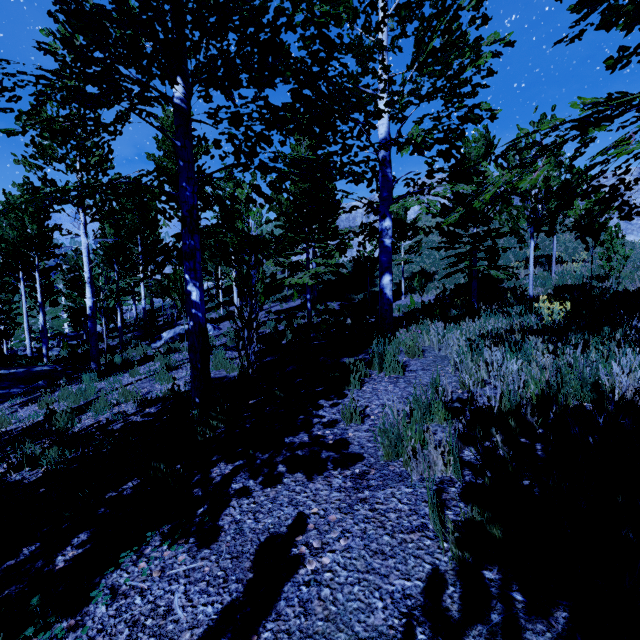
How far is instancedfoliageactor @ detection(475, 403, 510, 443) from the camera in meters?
2.5 m

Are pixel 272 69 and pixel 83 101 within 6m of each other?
yes

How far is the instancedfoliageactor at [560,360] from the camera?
3.2m

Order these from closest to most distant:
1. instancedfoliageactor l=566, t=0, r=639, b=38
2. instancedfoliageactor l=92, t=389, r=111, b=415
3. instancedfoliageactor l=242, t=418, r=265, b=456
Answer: instancedfoliageactor l=566, t=0, r=639, b=38 → instancedfoliageactor l=242, t=418, r=265, b=456 → instancedfoliageactor l=92, t=389, r=111, b=415

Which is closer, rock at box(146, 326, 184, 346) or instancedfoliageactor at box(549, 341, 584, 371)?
instancedfoliageactor at box(549, 341, 584, 371)

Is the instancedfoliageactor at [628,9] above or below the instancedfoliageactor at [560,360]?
above

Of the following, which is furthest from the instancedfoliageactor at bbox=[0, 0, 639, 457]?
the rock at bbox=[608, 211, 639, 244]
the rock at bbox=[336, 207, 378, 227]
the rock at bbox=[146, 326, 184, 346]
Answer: the rock at bbox=[336, 207, 378, 227]
